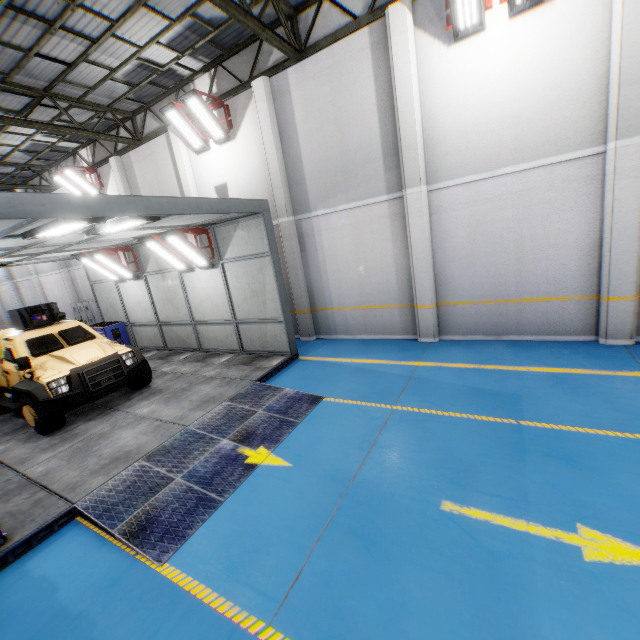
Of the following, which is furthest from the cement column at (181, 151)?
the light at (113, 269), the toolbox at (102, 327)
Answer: the toolbox at (102, 327)

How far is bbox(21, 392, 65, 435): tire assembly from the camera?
6.6 meters

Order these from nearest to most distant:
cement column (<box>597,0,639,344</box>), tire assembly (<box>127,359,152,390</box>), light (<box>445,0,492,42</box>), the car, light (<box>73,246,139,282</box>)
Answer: cement column (<box>597,0,639,344</box>) < light (<box>445,0,492,42</box>) < the car < tire assembly (<box>127,359,152,390</box>) < light (<box>73,246,139,282</box>)

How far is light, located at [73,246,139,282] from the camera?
10.9m

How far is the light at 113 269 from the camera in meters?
10.9 m

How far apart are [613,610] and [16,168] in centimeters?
2411cm

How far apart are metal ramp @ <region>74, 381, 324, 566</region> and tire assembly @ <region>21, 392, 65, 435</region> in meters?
2.8

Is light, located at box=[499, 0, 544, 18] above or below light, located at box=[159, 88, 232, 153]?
below
